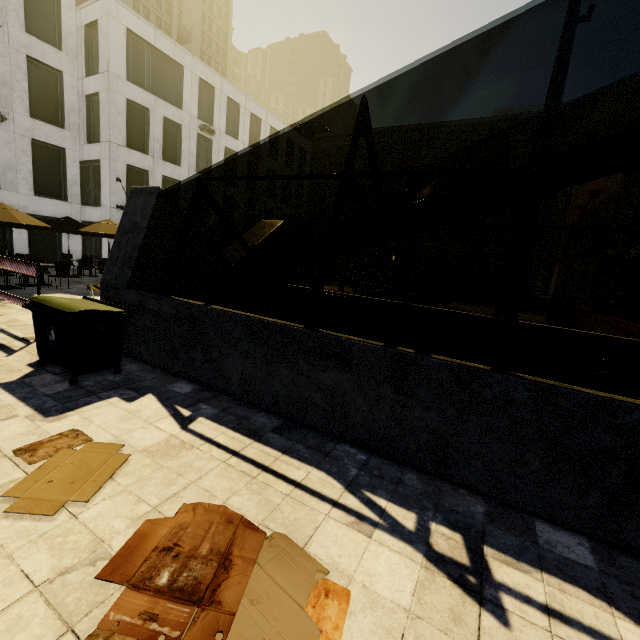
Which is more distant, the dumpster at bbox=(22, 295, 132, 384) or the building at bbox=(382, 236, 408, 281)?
the building at bbox=(382, 236, 408, 281)

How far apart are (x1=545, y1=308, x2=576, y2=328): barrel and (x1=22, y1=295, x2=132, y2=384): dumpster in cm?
2000

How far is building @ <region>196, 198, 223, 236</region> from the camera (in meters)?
27.52

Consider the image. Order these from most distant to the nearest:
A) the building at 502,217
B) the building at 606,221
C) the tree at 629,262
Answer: the building at 502,217 < the building at 606,221 < the tree at 629,262

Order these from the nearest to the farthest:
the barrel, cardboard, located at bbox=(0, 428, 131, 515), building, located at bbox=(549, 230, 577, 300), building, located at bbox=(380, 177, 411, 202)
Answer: cardboard, located at bbox=(0, 428, 131, 515) < the barrel < building, located at bbox=(380, 177, 411, 202) < building, located at bbox=(549, 230, 577, 300)

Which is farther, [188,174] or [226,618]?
[188,174]

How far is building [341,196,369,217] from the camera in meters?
44.8 m

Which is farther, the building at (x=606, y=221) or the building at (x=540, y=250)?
the building at (x=540, y=250)
